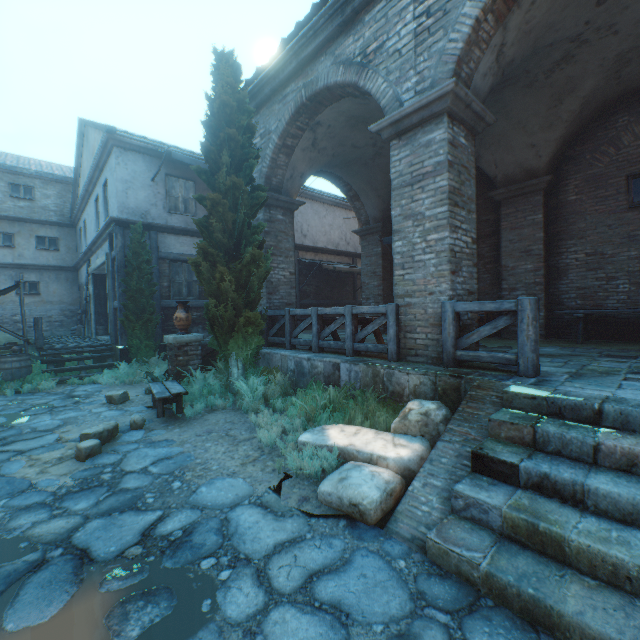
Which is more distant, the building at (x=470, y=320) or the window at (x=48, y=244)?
the window at (x=48, y=244)

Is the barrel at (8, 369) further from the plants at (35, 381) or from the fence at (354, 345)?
the fence at (354, 345)

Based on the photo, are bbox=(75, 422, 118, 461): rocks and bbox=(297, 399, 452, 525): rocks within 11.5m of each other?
yes

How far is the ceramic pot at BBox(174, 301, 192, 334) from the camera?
7.3m

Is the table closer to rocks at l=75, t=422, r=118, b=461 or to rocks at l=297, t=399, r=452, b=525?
rocks at l=75, t=422, r=118, b=461

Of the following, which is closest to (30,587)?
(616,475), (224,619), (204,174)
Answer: (224,619)

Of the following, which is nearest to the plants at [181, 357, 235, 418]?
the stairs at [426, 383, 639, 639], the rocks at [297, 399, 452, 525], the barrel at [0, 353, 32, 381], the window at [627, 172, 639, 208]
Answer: the rocks at [297, 399, 452, 525]

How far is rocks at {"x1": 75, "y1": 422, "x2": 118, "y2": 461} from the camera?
4.3m
